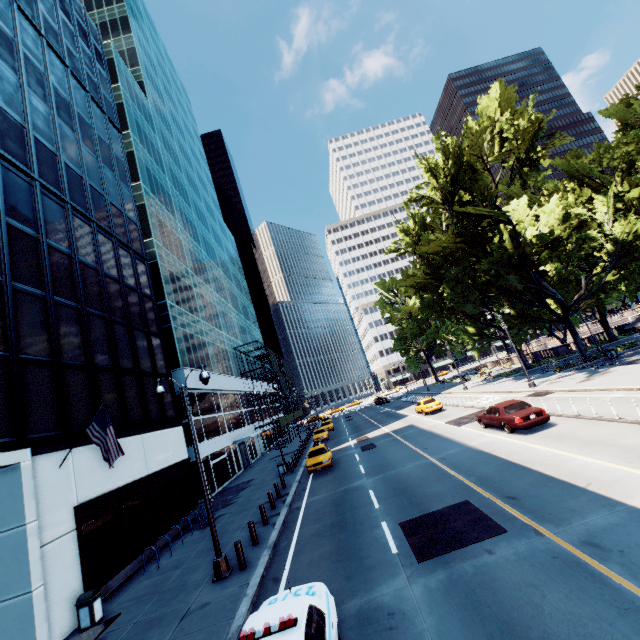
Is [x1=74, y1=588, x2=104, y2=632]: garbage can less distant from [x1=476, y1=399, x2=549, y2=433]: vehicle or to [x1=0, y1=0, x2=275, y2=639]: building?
[x1=0, y1=0, x2=275, y2=639]: building

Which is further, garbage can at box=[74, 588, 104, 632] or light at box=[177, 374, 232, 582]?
light at box=[177, 374, 232, 582]

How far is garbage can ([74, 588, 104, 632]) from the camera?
10.6m

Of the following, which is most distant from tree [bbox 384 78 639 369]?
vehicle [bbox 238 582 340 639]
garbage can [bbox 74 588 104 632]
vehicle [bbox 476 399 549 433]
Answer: garbage can [bbox 74 588 104 632]

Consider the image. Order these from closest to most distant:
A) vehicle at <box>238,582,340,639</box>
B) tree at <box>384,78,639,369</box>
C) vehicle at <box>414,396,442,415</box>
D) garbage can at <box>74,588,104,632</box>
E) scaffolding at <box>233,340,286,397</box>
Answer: vehicle at <box>238,582,340,639</box>
garbage can at <box>74,588,104,632</box>
tree at <box>384,78,639,369</box>
vehicle at <box>414,396,442,415</box>
scaffolding at <box>233,340,286,397</box>

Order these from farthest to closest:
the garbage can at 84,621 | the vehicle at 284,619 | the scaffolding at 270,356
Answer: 1. the scaffolding at 270,356
2. the garbage can at 84,621
3. the vehicle at 284,619

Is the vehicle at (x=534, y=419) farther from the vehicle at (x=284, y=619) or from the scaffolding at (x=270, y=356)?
the scaffolding at (x=270, y=356)

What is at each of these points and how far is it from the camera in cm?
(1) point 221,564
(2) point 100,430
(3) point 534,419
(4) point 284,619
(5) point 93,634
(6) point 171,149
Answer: (1) light, 1127
(2) flag, 1263
(3) vehicle, 1623
(4) vehicle, 571
(5) bus stop, 486
(6) building, 4941
